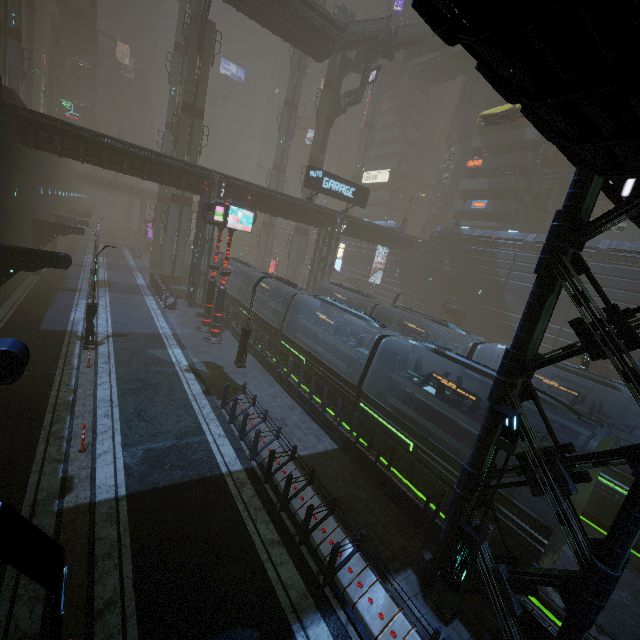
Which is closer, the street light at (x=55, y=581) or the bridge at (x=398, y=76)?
the street light at (x=55, y=581)

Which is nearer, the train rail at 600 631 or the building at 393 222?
the train rail at 600 631

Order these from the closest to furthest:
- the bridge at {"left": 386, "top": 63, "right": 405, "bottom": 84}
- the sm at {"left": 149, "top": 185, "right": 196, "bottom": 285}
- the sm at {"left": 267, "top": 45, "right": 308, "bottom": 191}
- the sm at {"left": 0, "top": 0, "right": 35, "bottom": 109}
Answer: the sm at {"left": 0, "top": 0, "right": 35, "bottom": 109}, the sm at {"left": 149, "top": 185, "right": 196, "bottom": 285}, the sm at {"left": 267, "top": 45, "right": 308, "bottom": 191}, the bridge at {"left": 386, "top": 63, "right": 405, "bottom": 84}

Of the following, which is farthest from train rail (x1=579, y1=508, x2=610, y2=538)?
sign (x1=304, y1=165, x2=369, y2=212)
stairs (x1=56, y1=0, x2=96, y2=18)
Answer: A: stairs (x1=56, y1=0, x2=96, y2=18)

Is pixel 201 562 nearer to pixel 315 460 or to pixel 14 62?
pixel 315 460

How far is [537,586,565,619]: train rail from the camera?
9.10m

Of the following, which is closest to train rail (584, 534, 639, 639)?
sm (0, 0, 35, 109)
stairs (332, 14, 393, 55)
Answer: sm (0, 0, 35, 109)

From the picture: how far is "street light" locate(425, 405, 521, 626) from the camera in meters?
6.8
